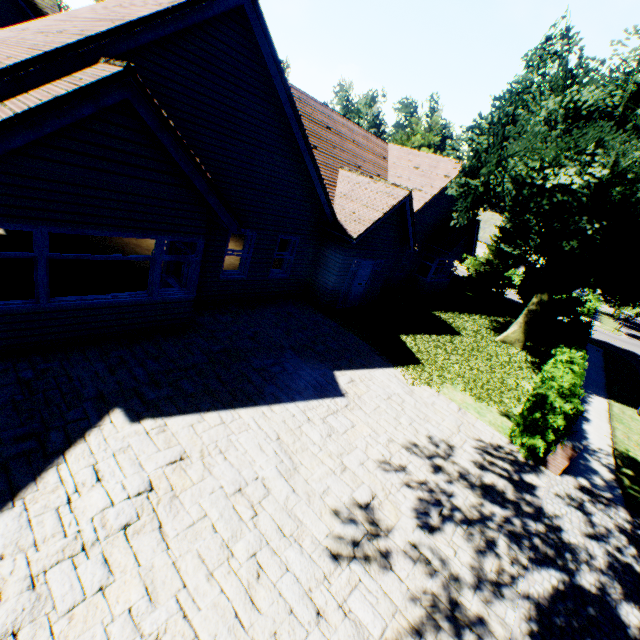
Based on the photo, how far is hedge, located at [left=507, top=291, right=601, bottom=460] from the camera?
8.0 meters

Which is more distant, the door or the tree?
the door

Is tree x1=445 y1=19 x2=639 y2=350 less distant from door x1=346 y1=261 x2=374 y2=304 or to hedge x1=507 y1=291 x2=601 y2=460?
hedge x1=507 y1=291 x2=601 y2=460

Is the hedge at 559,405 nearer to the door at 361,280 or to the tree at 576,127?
the tree at 576,127

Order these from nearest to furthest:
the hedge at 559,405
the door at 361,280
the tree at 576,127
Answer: the hedge at 559,405
the tree at 576,127
the door at 361,280

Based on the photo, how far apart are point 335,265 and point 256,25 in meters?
7.4 m

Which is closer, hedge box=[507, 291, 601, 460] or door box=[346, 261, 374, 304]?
hedge box=[507, 291, 601, 460]

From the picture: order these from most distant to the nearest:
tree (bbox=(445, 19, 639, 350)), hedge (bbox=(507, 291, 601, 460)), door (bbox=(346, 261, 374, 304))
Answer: door (bbox=(346, 261, 374, 304))
tree (bbox=(445, 19, 639, 350))
hedge (bbox=(507, 291, 601, 460))
